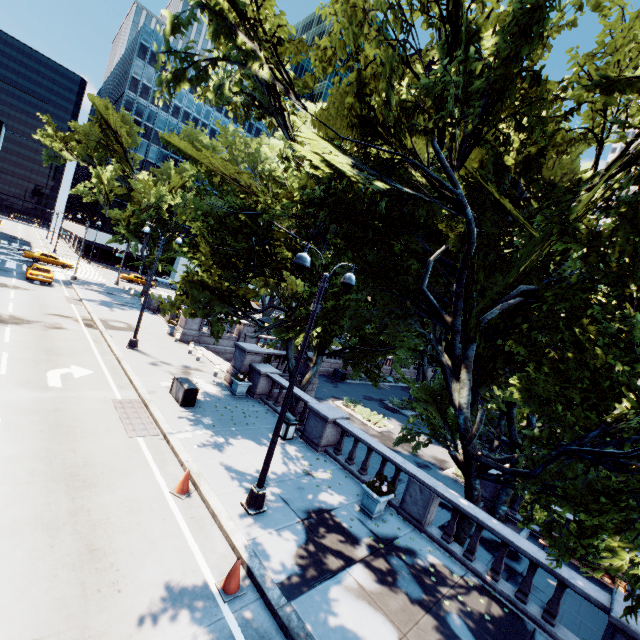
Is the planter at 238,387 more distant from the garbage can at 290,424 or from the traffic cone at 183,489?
the traffic cone at 183,489

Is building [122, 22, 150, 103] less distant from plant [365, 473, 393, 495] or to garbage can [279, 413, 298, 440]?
garbage can [279, 413, 298, 440]

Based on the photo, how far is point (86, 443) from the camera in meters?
9.9

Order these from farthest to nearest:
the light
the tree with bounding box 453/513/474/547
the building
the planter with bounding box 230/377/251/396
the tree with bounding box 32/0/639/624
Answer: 1. the building
2. the planter with bounding box 230/377/251/396
3. the tree with bounding box 453/513/474/547
4. the light
5. the tree with bounding box 32/0/639/624

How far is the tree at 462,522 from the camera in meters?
11.0 m

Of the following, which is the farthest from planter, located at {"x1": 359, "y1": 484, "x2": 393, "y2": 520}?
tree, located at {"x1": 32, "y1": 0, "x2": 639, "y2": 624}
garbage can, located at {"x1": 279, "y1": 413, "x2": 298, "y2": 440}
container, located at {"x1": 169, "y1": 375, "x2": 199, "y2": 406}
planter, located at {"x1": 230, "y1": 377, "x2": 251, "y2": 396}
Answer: planter, located at {"x1": 230, "y1": 377, "x2": 251, "y2": 396}

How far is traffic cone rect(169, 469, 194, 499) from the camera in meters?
8.9 m

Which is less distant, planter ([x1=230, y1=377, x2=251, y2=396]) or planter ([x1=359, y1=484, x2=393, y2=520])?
planter ([x1=359, y1=484, x2=393, y2=520])
